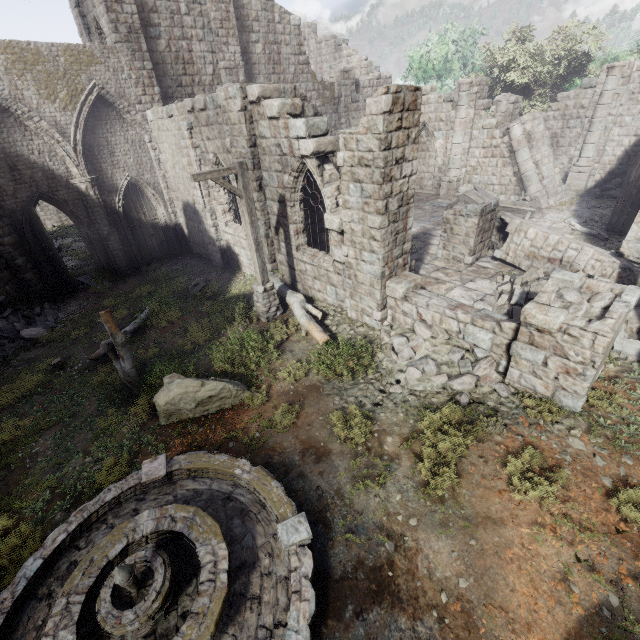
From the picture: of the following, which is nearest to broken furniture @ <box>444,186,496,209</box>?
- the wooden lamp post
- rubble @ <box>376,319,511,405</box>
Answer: rubble @ <box>376,319,511,405</box>

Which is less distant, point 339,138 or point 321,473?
point 321,473

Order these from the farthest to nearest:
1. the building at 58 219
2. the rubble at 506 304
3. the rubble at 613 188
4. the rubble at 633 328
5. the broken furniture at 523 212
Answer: the building at 58 219, the rubble at 613 188, the broken furniture at 523 212, the rubble at 506 304, the rubble at 633 328

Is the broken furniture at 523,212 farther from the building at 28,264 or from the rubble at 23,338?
the rubble at 23,338

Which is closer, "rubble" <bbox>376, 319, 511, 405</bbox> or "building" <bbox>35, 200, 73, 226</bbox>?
"rubble" <bbox>376, 319, 511, 405</bbox>

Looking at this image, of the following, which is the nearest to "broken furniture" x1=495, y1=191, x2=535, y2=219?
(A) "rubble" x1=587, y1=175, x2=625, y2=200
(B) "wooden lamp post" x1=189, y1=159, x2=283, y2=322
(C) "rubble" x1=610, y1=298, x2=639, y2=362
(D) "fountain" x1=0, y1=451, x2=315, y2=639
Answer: (A) "rubble" x1=587, y1=175, x2=625, y2=200

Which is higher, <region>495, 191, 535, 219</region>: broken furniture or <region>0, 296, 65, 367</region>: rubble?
<region>495, 191, 535, 219</region>: broken furniture

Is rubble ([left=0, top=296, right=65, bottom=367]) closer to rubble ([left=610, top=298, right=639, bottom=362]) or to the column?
the column
